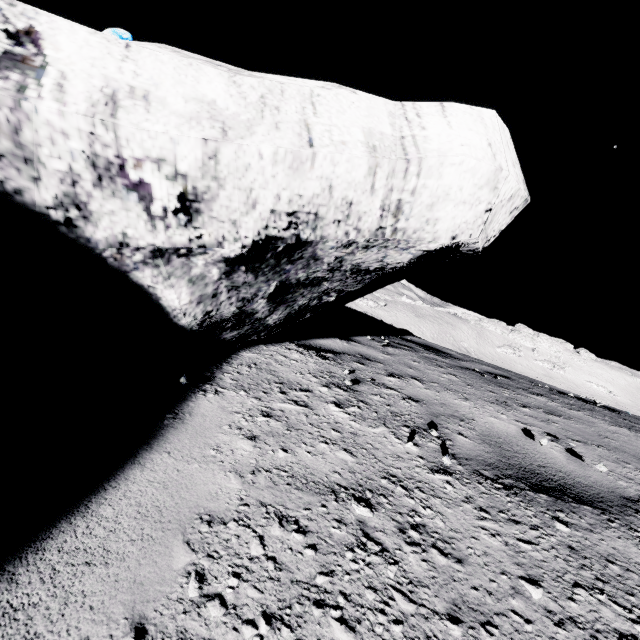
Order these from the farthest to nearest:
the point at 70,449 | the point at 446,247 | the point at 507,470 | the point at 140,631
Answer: the point at 446,247 → the point at 507,470 → the point at 70,449 → the point at 140,631
